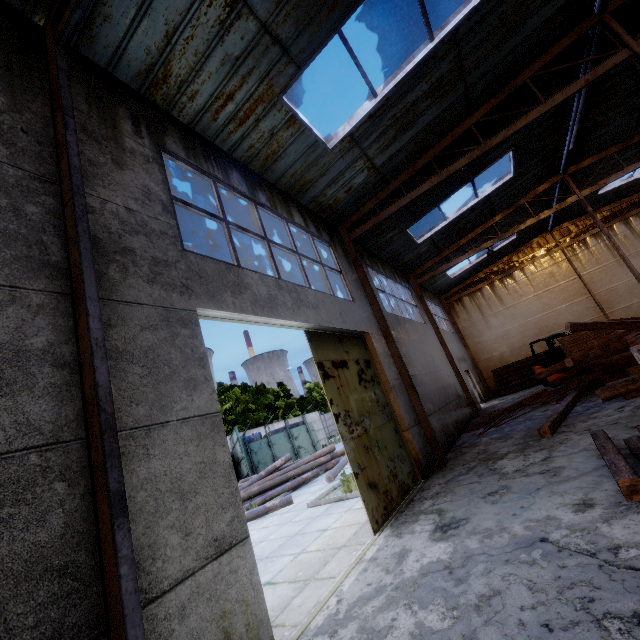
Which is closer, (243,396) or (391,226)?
(391,226)

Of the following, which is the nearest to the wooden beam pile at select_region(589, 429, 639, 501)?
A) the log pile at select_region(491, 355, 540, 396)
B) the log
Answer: the log

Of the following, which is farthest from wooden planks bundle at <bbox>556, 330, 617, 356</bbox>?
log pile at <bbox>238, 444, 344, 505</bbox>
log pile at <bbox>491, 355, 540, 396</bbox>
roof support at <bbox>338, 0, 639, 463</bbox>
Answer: log pile at <bbox>238, 444, 344, 505</bbox>

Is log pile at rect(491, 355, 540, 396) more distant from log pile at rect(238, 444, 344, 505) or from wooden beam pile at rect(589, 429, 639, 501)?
wooden beam pile at rect(589, 429, 639, 501)

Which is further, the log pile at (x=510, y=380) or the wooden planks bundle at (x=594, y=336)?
the log pile at (x=510, y=380)

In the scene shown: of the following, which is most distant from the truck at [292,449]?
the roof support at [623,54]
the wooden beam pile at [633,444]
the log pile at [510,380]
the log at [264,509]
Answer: the wooden beam pile at [633,444]

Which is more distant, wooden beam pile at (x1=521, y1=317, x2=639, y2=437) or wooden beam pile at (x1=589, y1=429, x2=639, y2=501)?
wooden beam pile at (x1=521, y1=317, x2=639, y2=437)
